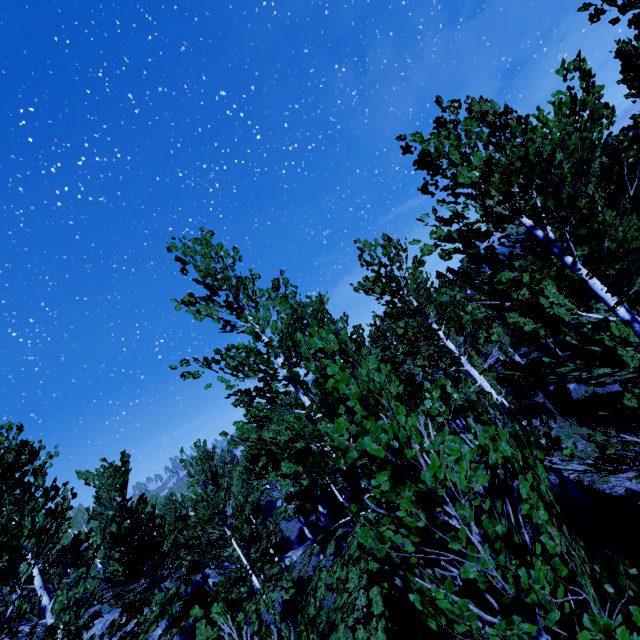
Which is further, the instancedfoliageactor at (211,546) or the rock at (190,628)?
the rock at (190,628)

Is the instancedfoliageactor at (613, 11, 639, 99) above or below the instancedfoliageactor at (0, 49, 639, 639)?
above

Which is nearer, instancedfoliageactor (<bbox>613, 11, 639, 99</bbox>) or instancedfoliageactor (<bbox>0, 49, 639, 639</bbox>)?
instancedfoliageactor (<bbox>0, 49, 639, 639</bbox>)

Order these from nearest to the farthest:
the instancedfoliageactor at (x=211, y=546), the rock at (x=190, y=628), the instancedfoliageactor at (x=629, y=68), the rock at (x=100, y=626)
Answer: the instancedfoliageactor at (x=211, y=546) → the instancedfoliageactor at (x=629, y=68) → the rock at (x=190, y=628) → the rock at (x=100, y=626)

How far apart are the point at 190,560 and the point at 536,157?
11.0m

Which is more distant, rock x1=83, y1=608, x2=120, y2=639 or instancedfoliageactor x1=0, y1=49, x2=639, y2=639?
rock x1=83, y1=608, x2=120, y2=639

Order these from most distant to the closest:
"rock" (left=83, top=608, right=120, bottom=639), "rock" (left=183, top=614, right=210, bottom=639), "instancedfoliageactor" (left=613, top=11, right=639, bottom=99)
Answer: "rock" (left=83, top=608, right=120, bottom=639) → "rock" (left=183, top=614, right=210, bottom=639) → "instancedfoliageactor" (left=613, top=11, right=639, bottom=99)
